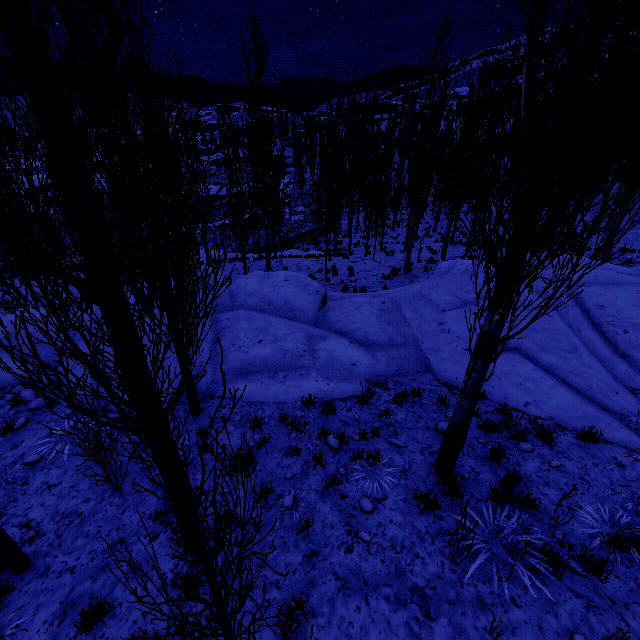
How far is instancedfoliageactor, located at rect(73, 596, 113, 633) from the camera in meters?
3.9 m

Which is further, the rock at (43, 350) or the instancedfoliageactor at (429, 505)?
the rock at (43, 350)

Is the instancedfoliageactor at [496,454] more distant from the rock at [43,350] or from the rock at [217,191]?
the rock at [217,191]

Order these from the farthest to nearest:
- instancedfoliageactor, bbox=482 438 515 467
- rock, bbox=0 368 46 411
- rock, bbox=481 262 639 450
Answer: rock, bbox=0 368 46 411 < rock, bbox=481 262 639 450 < instancedfoliageactor, bbox=482 438 515 467

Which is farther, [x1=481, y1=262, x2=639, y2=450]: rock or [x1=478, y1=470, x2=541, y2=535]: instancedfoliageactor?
[x1=481, y1=262, x2=639, y2=450]: rock

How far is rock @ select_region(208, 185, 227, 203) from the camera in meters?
54.2

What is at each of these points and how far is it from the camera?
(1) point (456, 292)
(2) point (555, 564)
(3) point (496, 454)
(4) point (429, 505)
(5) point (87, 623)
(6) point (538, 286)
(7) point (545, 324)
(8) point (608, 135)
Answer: (1) rock, 10.66m
(2) instancedfoliageactor, 4.19m
(3) instancedfoliageactor, 5.87m
(4) instancedfoliageactor, 5.02m
(5) instancedfoliageactor, 4.00m
(6) rock, 10.68m
(7) rock, 9.12m
(8) instancedfoliageactor, 2.76m

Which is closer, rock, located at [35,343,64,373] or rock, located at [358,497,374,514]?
rock, located at [358,497,374,514]
